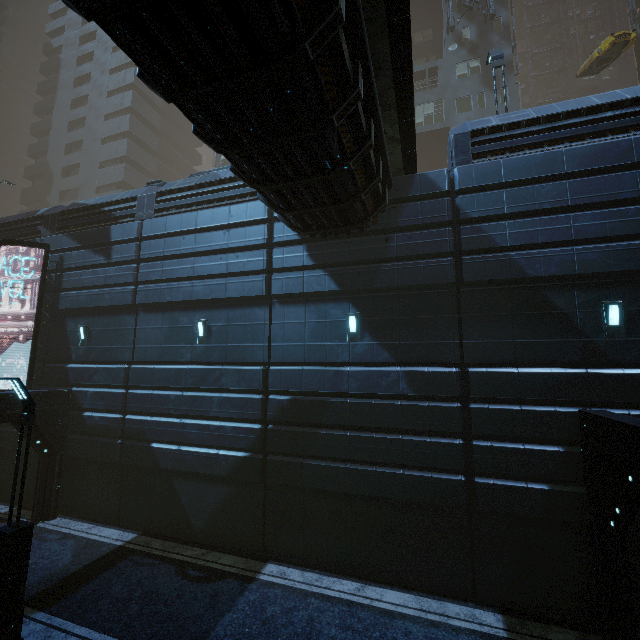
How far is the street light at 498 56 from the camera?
12.41m

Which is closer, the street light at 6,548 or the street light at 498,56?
the street light at 6,548

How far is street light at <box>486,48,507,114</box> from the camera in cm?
1241

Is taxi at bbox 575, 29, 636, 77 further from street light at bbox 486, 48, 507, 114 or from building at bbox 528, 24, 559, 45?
street light at bbox 486, 48, 507, 114

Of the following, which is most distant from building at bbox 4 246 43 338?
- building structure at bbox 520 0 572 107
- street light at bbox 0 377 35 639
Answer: street light at bbox 0 377 35 639

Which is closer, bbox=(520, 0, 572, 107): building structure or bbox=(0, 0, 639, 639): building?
bbox=(0, 0, 639, 639): building

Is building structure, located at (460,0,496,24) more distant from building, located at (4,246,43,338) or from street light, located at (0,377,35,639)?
street light, located at (0,377,35,639)

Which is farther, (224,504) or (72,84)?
(72,84)
